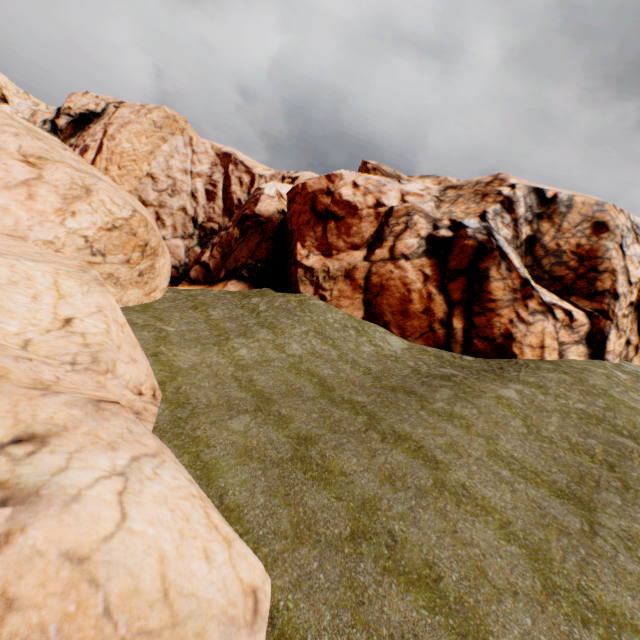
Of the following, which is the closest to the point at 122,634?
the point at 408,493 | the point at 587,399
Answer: the point at 408,493
